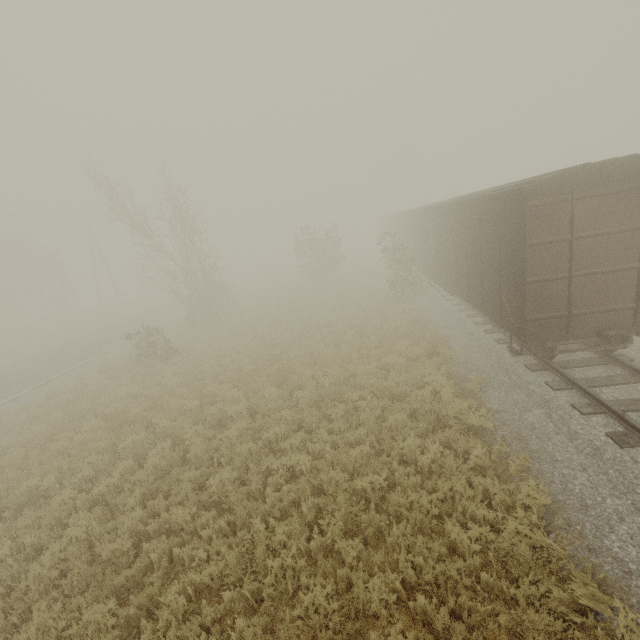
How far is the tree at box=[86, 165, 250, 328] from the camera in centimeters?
1969cm

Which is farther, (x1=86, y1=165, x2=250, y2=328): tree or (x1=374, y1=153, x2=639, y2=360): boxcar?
(x1=86, y1=165, x2=250, y2=328): tree

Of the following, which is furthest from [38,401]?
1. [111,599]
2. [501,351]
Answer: [501,351]

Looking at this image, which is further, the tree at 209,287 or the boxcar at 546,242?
the tree at 209,287

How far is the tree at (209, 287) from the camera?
19.69m
